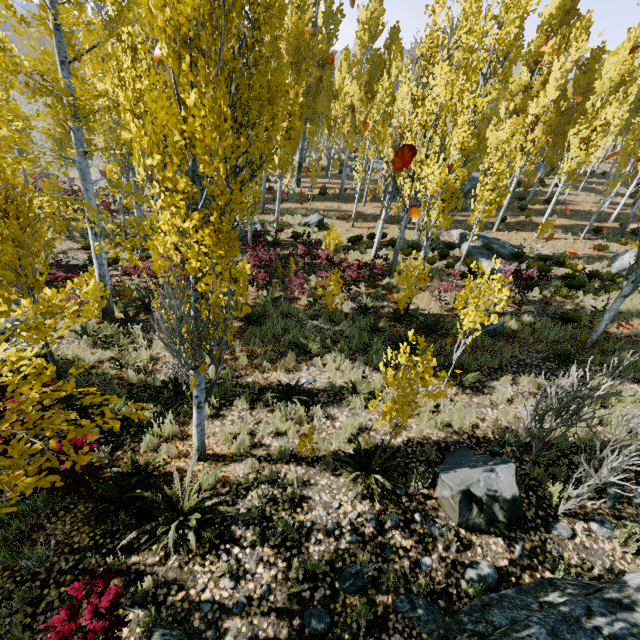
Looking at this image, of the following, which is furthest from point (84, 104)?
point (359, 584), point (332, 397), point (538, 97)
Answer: point (538, 97)

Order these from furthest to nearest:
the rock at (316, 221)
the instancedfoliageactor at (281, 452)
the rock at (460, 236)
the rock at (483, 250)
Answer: the rock at (316, 221) → the rock at (460, 236) → the rock at (483, 250) → the instancedfoliageactor at (281, 452)

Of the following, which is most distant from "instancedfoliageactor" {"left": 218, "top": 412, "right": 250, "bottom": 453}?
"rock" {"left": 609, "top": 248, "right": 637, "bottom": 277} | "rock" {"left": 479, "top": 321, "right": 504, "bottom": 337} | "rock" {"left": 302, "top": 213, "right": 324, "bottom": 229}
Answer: "rock" {"left": 479, "top": 321, "right": 504, "bottom": 337}

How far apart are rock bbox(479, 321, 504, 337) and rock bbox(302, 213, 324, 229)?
12.34m

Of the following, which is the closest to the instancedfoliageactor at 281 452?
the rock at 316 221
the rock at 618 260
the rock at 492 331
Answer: the rock at 618 260

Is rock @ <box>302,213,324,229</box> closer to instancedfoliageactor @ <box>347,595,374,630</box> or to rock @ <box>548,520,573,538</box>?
instancedfoliageactor @ <box>347,595,374,630</box>

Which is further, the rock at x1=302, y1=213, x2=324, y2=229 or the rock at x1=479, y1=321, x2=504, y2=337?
the rock at x1=302, y1=213, x2=324, y2=229
